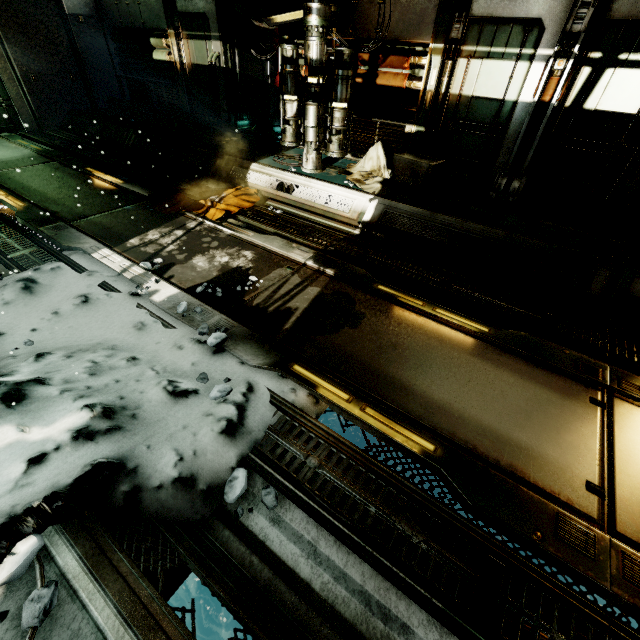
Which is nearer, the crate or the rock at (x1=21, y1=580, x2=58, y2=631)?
the rock at (x1=21, y1=580, x2=58, y2=631)

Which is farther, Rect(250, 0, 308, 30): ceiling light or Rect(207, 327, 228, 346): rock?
Rect(250, 0, 308, 30): ceiling light

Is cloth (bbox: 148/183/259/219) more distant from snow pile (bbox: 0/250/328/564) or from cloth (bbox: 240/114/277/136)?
cloth (bbox: 240/114/277/136)

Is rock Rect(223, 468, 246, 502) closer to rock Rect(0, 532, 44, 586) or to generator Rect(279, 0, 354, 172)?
rock Rect(0, 532, 44, 586)

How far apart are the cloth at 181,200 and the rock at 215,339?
2.80m

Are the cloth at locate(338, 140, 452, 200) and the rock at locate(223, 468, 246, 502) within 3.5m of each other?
no

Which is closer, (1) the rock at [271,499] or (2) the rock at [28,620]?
(2) the rock at [28,620]

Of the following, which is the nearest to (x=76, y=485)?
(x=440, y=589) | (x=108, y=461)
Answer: (x=108, y=461)
